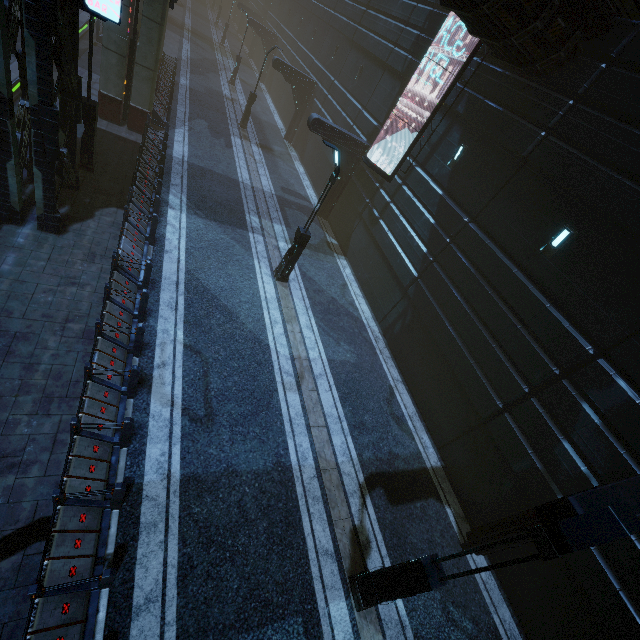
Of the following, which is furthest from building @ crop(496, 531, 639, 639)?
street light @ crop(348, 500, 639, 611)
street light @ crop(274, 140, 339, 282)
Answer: street light @ crop(274, 140, 339, 282)

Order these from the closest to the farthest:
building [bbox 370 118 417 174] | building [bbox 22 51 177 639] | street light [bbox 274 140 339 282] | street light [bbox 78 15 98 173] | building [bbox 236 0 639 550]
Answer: building [bbox 22 51 177 639], building [bbox 236 0 639 550], street light [bbox 78 15 98 173], street light [bbox 274 140 339 282], building [bbox 370 118 417 174]

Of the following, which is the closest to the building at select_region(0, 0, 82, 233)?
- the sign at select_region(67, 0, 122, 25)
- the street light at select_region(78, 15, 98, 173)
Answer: the sign at select_region(67, 0, 122, 25)

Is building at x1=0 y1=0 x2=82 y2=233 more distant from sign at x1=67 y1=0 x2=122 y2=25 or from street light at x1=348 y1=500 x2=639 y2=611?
street light at x1=348 y1=500 x2=639 y2=611

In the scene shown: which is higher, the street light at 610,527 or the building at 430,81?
the building at 430,81

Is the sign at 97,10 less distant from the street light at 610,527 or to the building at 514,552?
the building at 514,552

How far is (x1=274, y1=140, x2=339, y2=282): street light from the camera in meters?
10.7

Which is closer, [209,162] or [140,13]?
[209,162]
